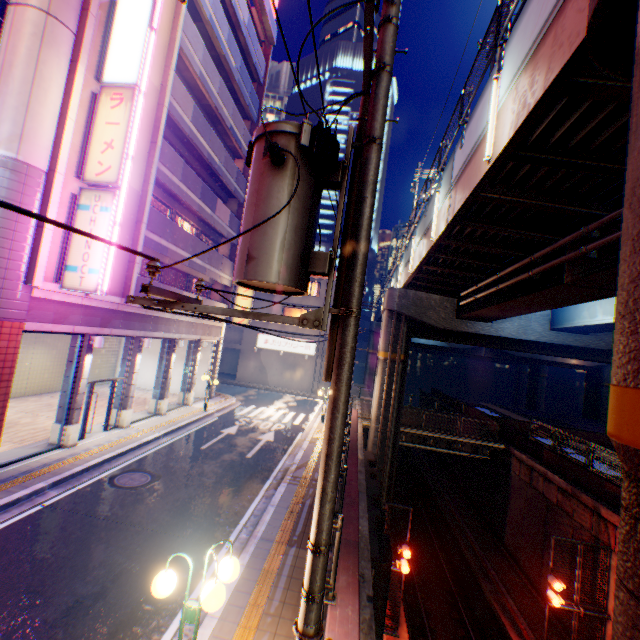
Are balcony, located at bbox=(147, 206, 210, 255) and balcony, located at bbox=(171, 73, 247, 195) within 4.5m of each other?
no

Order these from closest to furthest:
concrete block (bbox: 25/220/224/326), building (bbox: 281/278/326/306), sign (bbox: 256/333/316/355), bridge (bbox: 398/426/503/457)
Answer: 1. concrete block (bbox: 25/220/224/326)
2. bridge (bbox: 398/426/503/457)
3. sign (bbox: 256/333/316/355)
4. building (bbox: 281/278/326/306)

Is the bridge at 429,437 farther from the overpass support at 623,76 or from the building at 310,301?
the building at 310,301

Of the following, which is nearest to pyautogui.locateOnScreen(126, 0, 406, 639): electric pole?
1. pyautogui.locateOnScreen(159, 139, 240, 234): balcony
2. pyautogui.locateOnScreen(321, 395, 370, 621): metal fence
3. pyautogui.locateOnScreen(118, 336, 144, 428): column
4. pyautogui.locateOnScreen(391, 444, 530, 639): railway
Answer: pyautogui.locateOnScreen(321, 395, 370, 621): metal fence

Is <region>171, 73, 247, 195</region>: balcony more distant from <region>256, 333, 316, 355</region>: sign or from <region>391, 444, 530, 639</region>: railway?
<region>391, 444, 530, 639</region>: railway

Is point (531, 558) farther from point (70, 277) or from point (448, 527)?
point (70, 277)

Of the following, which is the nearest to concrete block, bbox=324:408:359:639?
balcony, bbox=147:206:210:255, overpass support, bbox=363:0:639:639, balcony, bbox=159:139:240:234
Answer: overpass support, bbox=363:0:639:639

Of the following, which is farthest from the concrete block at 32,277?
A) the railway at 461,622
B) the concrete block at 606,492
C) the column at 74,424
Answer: the concrete block at 606,492
